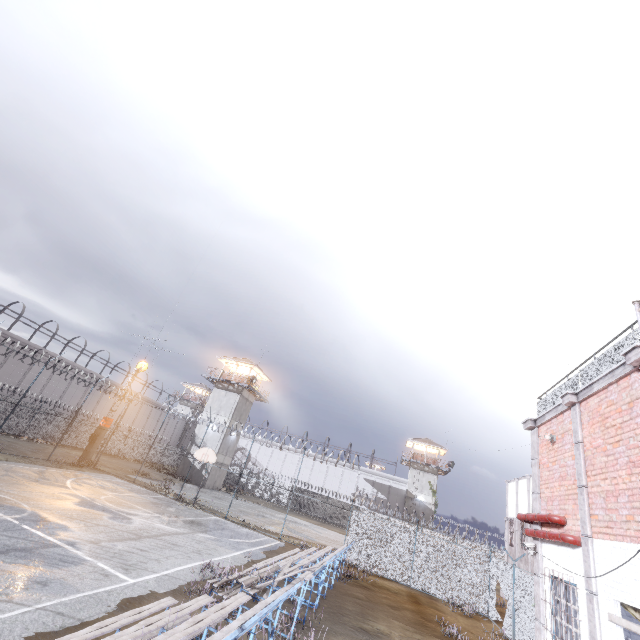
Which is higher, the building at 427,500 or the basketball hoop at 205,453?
the building at 427,500

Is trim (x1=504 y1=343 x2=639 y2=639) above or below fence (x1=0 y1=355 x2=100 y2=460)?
above

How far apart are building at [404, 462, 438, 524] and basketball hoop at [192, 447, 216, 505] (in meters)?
35.42

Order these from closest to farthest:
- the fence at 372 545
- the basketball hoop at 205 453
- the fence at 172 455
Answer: the fence at 372 545 < the basketball hoop at 205 453 < the fence at 172 455

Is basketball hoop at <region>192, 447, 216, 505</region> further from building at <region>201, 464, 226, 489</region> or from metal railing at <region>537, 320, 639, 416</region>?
metal railing at <region>537, 320, 639, 416</region>

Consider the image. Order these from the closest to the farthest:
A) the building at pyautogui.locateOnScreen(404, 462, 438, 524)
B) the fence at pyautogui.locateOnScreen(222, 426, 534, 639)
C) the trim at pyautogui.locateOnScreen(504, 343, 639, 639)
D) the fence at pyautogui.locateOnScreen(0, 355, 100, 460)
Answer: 1. the trim at pyautogui.locateOnScreen(504, 343, 639, 639)
2. the fence at pyautogui.locateOnScreen(222, 426, 534, 639)
3. the fence at pyautogui.locateOnScreen(0, 355, 100, 460)
4. the building at pyautogui.locateOnScreen(404, 462, 438, 524)

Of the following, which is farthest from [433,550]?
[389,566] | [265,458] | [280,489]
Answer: [265,458]

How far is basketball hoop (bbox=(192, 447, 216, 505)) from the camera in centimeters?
2203cm
